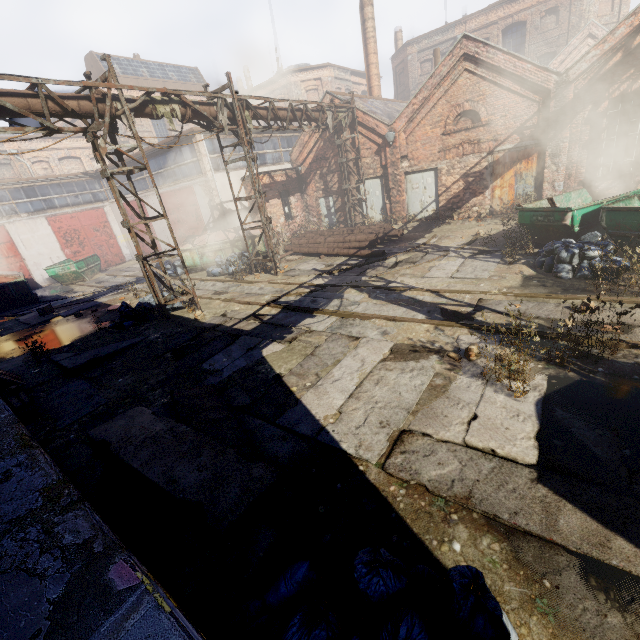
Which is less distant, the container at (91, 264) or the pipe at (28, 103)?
the pipe at (28, 103)

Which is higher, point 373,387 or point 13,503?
point 13,503

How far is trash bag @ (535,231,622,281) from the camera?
7.6m

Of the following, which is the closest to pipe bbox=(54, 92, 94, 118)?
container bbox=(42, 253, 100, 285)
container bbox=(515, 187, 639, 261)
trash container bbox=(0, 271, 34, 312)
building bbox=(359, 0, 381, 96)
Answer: container bbox=(515, 187, 639, 261)

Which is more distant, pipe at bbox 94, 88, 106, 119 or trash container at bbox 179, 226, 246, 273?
trash container at bbox 179, 226, 246, 273

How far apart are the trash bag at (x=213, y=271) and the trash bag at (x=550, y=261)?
11.5 meters

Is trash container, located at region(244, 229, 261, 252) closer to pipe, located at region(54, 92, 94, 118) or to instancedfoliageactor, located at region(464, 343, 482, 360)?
pipe, located at region(54, 92, 94, 118)

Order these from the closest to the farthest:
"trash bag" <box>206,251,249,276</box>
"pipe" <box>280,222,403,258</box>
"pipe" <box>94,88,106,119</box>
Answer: "pipe" <box>94,88,106,119</box>
"pipe" <box>280,222,403,258</box>
"trash bag" <box>206,251,249,276</box>
